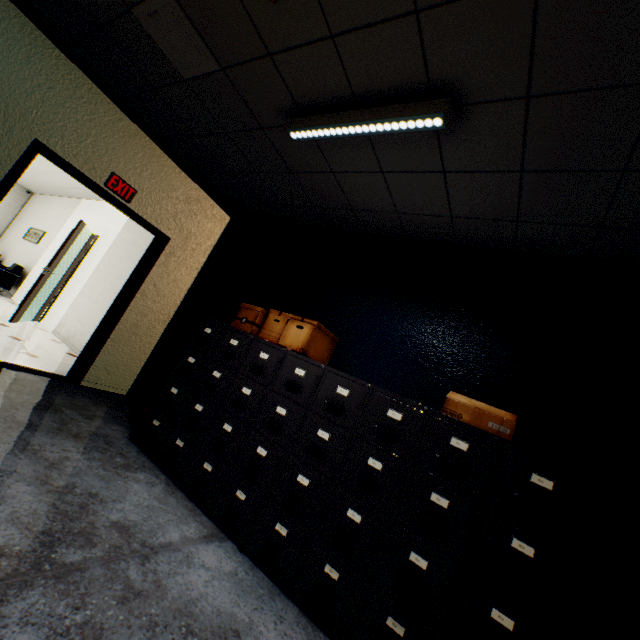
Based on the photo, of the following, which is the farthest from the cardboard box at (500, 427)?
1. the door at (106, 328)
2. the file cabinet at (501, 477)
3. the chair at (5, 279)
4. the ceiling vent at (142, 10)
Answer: the chair at (5, 279)

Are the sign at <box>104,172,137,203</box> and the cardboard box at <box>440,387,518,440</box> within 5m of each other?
yes

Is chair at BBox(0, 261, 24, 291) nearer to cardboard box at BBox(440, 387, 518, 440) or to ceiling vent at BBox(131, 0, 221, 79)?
ceiling vent at BBox(131, 0, 221, 79)

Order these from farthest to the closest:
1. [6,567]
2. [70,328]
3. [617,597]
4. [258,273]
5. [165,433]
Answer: [70,328], [258,273], [165,433], [617,597], [6,567]

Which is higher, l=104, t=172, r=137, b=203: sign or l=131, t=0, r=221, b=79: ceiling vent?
l=131, t=0, r=221, b=79: ceiling vent

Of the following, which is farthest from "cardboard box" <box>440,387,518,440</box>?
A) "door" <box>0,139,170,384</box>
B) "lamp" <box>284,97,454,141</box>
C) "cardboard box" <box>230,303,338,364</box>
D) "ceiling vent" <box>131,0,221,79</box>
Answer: "door" <box>0,139,170,384</box>

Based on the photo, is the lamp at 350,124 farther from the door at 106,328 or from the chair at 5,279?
the chair at 5,279

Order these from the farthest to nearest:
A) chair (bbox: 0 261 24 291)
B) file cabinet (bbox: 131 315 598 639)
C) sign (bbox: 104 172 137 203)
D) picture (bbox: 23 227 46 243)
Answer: picture (bbox: 23 227 46 243)
chair (bbox: 0 261 24 291)
sign (bbox: 104 172 137 203)
file cabinet (bbox: 131 315 598 639)
